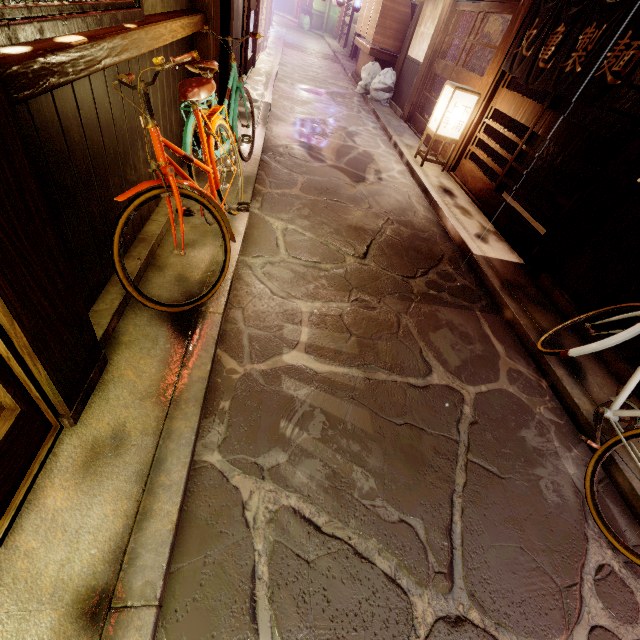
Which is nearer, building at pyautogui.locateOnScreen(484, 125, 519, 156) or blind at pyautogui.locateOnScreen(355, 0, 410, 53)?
building at pyautogui.locateOnScreen(484, 125, 519, 156)

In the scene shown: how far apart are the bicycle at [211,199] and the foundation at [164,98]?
0.10m

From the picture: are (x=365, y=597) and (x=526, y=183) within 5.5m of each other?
no

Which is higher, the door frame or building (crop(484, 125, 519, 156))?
building (crop(484, 125, 519, 156))

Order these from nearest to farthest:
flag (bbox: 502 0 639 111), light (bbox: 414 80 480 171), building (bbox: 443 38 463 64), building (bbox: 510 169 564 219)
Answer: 1. flag (bbox: 502 0 639 111)
2. light (bbox: 414 80 480 171)
3. building (bbox: 510 169 564 219)
4. building (bbox: 443 38 463 64)

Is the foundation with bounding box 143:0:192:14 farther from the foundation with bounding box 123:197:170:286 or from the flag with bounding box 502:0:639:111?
the flag with bounding box 502:0:639:111

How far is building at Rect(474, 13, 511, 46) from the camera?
15.4m
